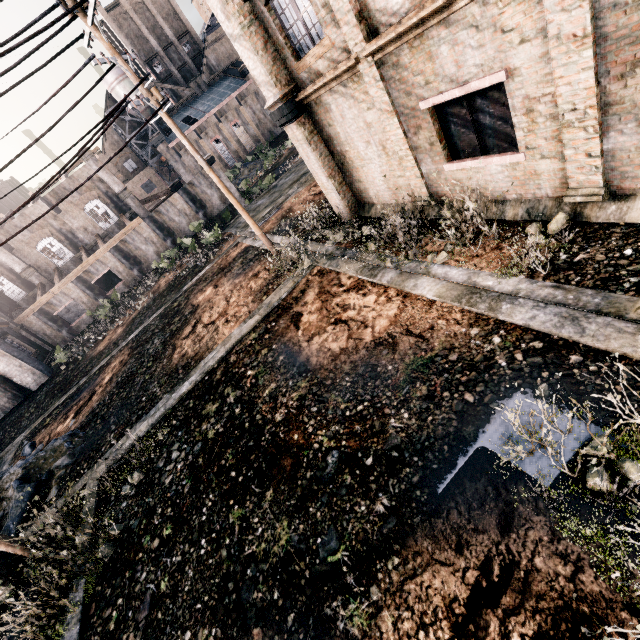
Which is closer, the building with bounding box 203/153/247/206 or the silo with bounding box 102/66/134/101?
the building with bounding box 203/153/247/206

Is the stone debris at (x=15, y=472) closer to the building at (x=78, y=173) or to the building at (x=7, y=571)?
the building at (x=7, y=571)

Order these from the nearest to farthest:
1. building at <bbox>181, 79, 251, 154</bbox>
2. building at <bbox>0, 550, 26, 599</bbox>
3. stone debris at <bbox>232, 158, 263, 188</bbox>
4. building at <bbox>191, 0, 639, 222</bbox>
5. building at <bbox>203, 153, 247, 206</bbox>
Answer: building at <bbox>191, 0, 639, 222</bbox> → building at <bbox>0, 550, 26, 599</bbox> → building at <bbox>203, 153, 247, 206</bbox> → stone debris at <bbox>232, 158, 263, 188</bbox> → building at <bbox>181, 79, 251, 154</bbox>

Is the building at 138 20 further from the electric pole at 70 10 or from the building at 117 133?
the electric pole at 70 10

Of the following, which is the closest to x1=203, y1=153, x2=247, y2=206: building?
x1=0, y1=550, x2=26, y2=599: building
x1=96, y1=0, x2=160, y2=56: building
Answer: x1=96, y1=0, x2=160, y2=56: building

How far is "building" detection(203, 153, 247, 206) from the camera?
33.0m

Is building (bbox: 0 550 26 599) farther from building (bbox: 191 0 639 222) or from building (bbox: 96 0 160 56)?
building (bbox: 96 0 160 56)

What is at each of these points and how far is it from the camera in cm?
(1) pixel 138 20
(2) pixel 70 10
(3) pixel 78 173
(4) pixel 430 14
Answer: (1) building, 5869
(2) electric pole, 946
(3) building, 3244
(4) building, 624
